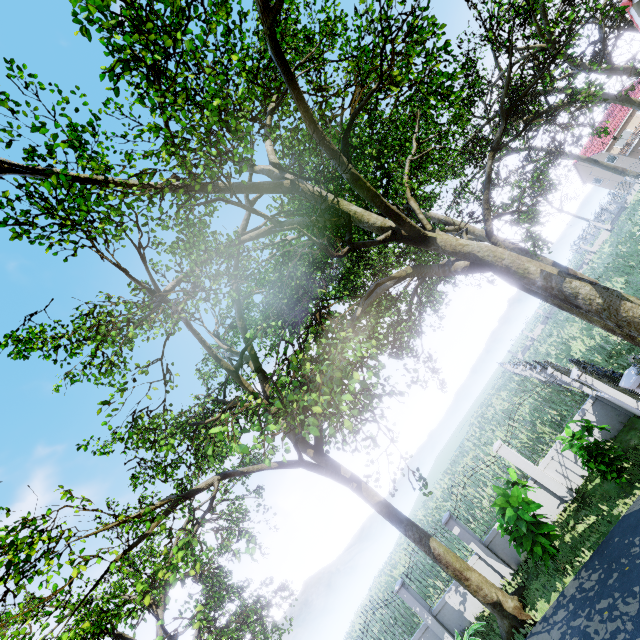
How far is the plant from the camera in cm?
827

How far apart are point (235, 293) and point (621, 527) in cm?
1044

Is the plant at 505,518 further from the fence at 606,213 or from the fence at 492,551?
the fence at 606,213

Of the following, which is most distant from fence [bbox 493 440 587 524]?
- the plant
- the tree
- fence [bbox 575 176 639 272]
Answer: fence [bbox 575 176 639 272]

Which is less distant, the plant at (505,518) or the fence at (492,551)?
the plant at (505,518)

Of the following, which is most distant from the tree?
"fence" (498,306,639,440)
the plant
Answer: the plant

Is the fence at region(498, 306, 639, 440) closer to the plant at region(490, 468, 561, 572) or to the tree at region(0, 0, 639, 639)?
the tree at region(0, 0, 639, 639)

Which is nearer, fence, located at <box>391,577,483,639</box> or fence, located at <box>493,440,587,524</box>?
fence, located at <box>493,440,587,524</box>
